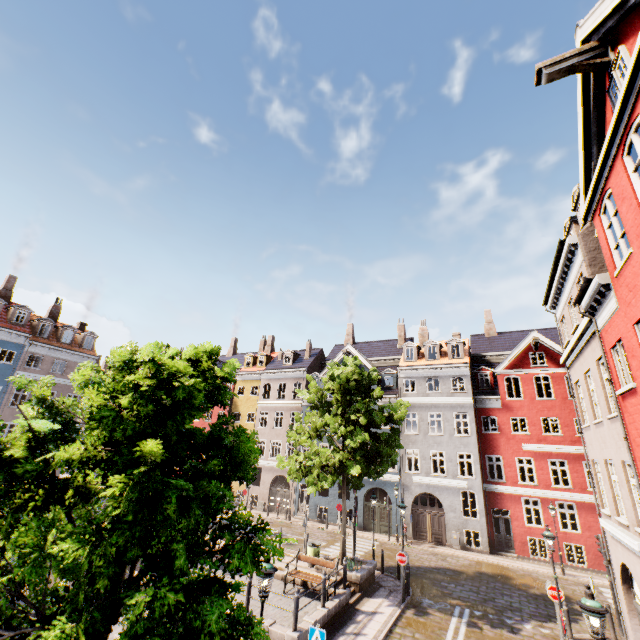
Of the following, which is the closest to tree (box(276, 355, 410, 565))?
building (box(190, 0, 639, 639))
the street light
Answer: the street light

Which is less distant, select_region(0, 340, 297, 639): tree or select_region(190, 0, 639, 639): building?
select_region(0, 340, 297, 639): tree

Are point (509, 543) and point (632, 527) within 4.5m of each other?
no

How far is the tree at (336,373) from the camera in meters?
15.9 m

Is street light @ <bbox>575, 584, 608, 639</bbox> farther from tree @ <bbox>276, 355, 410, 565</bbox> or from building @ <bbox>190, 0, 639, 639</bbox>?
building @ <bbox>190, 0, 639, 639</bbox>

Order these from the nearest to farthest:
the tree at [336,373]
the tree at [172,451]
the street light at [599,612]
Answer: the tree at [172,451], the street light at [599,612], the tree at [336,373]

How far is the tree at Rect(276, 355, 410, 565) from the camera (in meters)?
15.91
